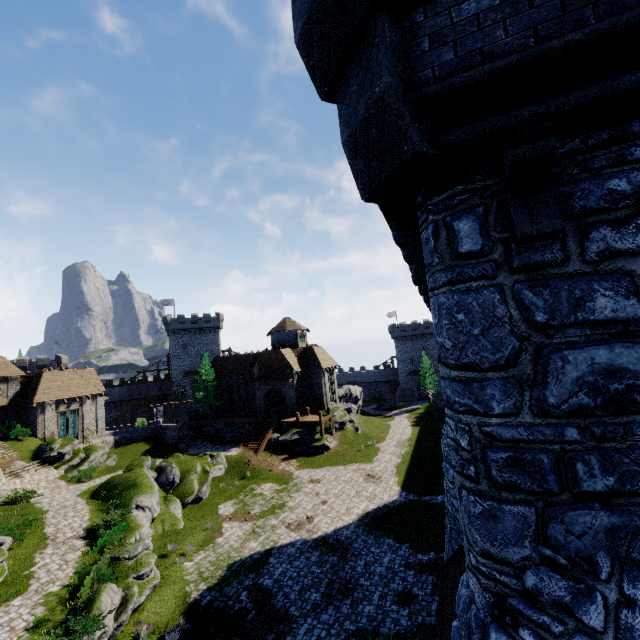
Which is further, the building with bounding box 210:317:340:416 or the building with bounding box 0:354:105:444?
the building with bounding box 210:317:340:416

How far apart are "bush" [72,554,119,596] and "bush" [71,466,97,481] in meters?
15.1

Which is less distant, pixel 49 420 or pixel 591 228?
pixel 591 228

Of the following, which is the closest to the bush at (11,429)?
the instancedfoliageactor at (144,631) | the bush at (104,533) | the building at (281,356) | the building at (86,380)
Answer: the building at (86,380)

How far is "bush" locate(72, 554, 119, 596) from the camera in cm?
1537

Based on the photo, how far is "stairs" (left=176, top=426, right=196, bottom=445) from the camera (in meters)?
40.89

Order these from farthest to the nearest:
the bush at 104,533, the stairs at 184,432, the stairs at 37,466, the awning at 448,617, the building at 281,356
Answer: the building at 281,356 → the stairs at 184,432 → the stairs at 37,466 → the bush at 104,533 → the awning at 448,617

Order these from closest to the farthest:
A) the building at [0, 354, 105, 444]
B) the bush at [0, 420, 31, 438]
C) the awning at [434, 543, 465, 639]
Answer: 1. the awning at [434, 543, 465, 639]
2. the bush at [0, 420, 31, 438]
3. the building at [0, 354, 105, 444]
